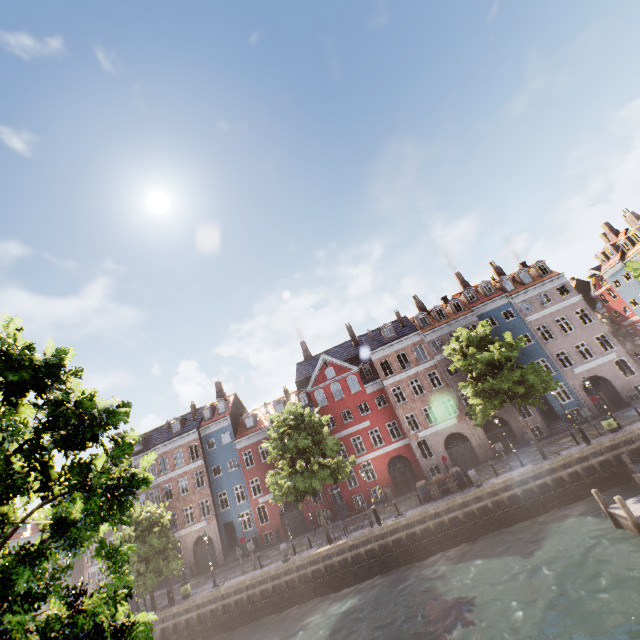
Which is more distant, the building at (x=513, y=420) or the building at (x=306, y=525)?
the building at (x=306, y=525)

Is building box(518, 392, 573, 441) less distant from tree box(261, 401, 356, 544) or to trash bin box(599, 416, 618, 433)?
tree box(261, 401, 356, 544)

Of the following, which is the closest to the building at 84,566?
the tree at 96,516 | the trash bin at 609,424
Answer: the tree at 96,516

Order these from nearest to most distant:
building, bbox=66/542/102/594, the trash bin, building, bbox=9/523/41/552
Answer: the trash bin, building, bbox=66/542/102/594, building, bbox=9/523/41/552

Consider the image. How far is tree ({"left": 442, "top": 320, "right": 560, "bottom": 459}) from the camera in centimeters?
2230cm

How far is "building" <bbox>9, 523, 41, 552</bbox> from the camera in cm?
4141

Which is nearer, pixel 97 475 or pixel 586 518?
pixel 97 475

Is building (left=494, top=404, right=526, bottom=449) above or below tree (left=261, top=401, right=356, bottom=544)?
below
